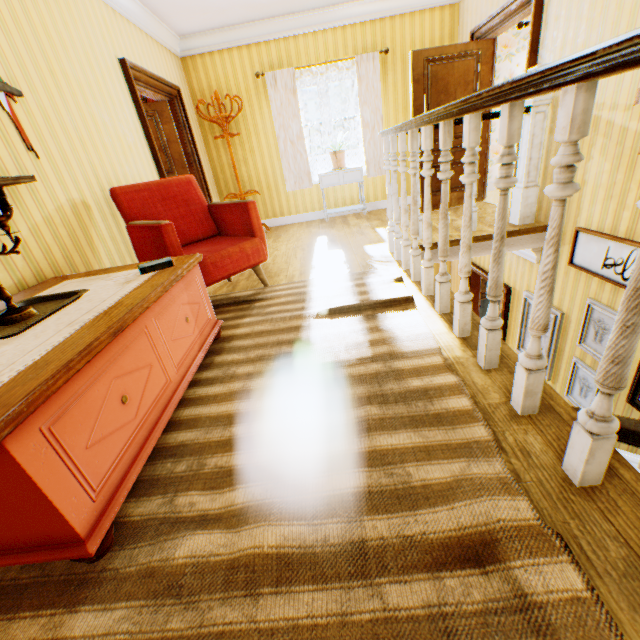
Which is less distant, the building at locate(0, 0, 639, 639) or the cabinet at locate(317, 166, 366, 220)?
the building at locate(0, 0, 639, 639)

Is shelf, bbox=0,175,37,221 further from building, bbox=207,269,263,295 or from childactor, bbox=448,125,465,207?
childactor, bbox=448,125,465,207

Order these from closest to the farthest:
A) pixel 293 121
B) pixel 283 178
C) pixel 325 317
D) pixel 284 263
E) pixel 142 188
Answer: pixel 325 317
pixel 142 188
pixel 284 263
pixel 293 121
pixel 283 178

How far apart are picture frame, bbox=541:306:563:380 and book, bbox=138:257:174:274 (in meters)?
4.22

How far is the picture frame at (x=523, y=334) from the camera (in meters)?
4.41

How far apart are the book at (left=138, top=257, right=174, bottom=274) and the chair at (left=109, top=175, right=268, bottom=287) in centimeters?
51cm

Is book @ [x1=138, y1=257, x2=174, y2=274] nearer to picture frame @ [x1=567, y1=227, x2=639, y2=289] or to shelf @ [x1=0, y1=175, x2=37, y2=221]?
shelf @ [x1=0, y1=175, x2=37, y2=221]

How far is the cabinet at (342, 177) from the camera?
5.7 meters
